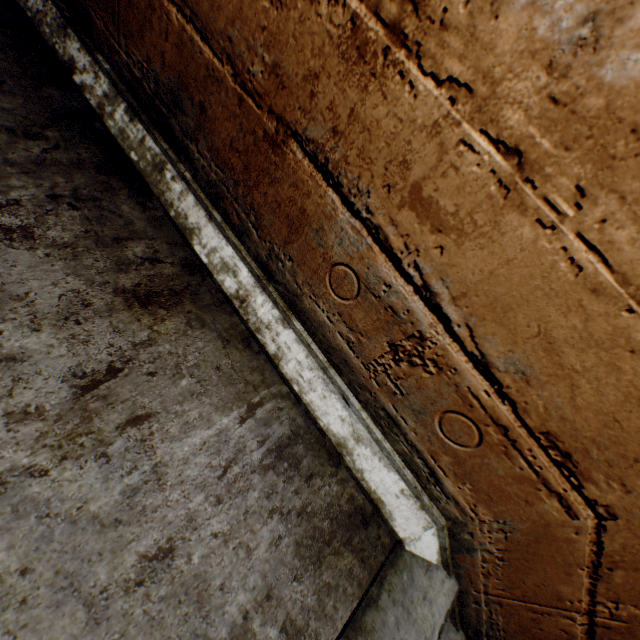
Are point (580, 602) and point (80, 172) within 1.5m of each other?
no
